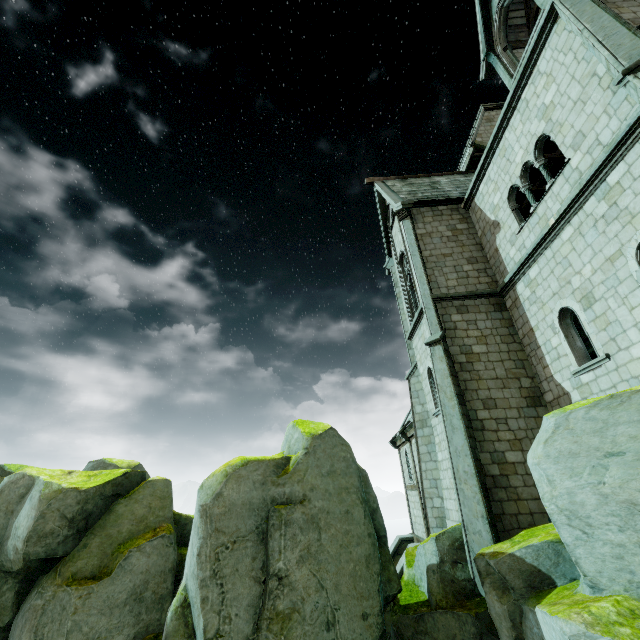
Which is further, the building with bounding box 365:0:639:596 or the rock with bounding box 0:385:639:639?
the building with bounding box 365:0:639:596

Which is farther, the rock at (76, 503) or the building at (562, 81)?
the building at (562, 81)

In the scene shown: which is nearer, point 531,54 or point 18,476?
point 18,476
